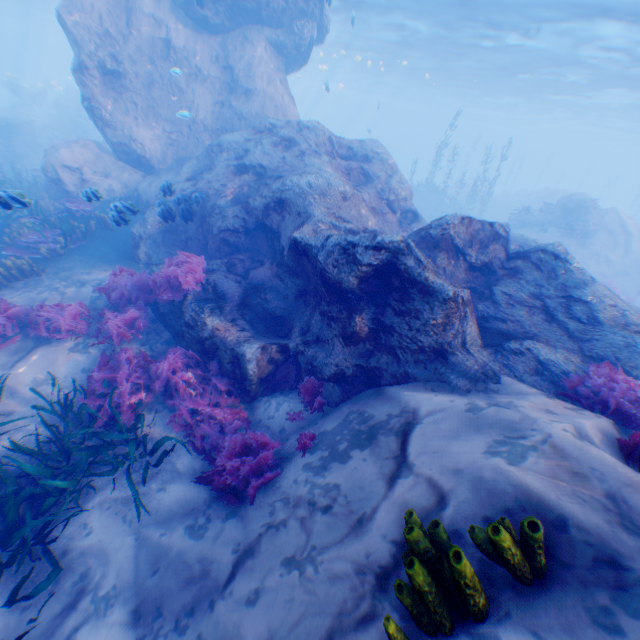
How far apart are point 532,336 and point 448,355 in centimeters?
186cm

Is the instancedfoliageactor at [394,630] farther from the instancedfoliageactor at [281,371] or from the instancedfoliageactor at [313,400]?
the instancedfoliageactor at [281,371]

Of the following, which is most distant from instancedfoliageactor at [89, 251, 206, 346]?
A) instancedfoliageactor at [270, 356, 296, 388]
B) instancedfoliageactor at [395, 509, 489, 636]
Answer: instancedfoliageactor at [395, 509, 489, 636]

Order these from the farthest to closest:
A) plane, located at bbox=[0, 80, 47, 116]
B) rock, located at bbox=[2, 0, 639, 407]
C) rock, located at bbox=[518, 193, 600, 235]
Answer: plane, located at bbox=[0, 80, 47, 116] < rock, located at bbox=[518, 193, 600, 235] < rock, located at bbox=[2, 0, 639, 407]

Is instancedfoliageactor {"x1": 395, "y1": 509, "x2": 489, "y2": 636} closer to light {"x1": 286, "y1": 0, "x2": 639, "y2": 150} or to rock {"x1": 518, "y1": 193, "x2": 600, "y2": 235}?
rock {"x1": 518, "y1": 193, "x2": 600, "y2": 235}

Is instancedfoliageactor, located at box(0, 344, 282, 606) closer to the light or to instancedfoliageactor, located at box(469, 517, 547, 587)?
instancedfoliageactor, located at box(469, 517, 547, 587)

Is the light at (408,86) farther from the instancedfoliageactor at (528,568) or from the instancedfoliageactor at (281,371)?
the instancedfoliageactor at (281,371)

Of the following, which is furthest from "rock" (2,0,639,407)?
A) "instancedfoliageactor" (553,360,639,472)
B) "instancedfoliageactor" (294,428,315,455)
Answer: "instancedfoliageactor" (294,428,315,455)
